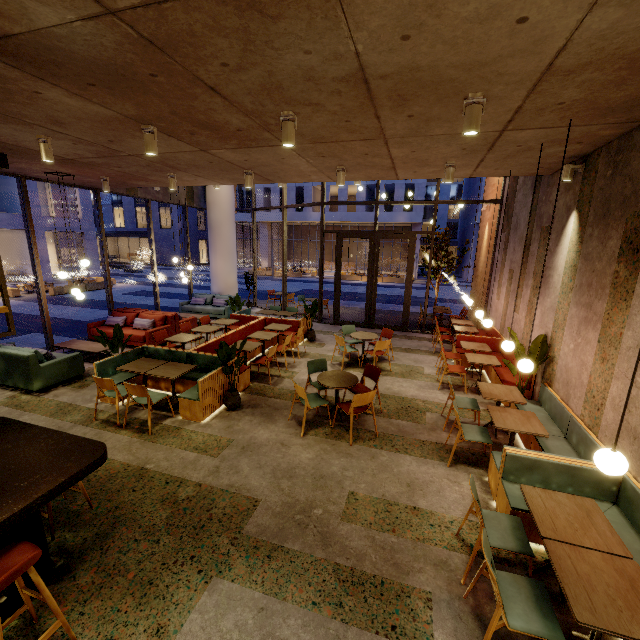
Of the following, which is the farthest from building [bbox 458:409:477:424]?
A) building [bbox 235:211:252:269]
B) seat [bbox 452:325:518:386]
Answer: building [bbox 235:211:252:269]

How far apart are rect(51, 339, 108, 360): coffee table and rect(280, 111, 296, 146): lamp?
7.4m

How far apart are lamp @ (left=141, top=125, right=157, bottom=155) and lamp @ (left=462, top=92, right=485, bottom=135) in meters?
3.8 m

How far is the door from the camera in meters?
11.5

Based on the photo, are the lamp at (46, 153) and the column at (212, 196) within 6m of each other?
no

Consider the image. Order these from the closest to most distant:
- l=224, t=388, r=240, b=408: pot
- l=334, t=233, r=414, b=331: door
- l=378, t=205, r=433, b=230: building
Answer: l=224, t=388, r=240, b=408: pot < l=334, t=233, r=414, b=331: door < l=378, t=205, r=433, b=230: building

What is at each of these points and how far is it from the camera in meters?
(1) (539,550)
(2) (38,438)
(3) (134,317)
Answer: (1) building, 3.4 m
(2) bar counter, 3.1 m
(3) couch, 10.1 m

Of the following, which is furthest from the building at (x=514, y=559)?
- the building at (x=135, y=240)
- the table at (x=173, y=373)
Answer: the building at (x=135, y=240)
